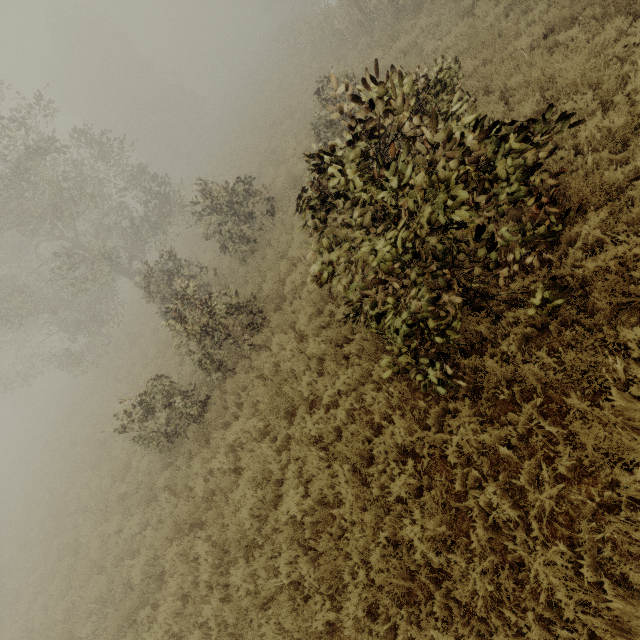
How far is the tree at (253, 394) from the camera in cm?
684

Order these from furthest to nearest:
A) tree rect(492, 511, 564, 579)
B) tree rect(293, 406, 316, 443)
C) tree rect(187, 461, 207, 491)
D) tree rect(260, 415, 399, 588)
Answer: tree rect(187, 461, 207, 491), tree rect(293, 406, 316, 443), tree rect(260, 415, 399, 588), tree rect(492, 511, 564, 579)

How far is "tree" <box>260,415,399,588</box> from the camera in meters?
4.3 m

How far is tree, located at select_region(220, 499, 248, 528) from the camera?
6.1m

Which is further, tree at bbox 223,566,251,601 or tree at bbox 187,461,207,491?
tree at bbox 187,461,207,491

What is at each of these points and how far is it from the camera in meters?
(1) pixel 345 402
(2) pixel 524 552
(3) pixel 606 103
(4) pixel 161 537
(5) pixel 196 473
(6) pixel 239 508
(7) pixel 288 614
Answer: (1) tree, 6.1 m
(2) tree, 3.5 m
(3) tree, 5.3 m
(4) tree, 7.7 m
(5) tree, 8.6 m
(6) tree, 6.9 m
(7) tree, 4.8 m

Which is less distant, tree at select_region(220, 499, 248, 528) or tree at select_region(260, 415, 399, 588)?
tree at select_region(260, 415, 399, 588)
